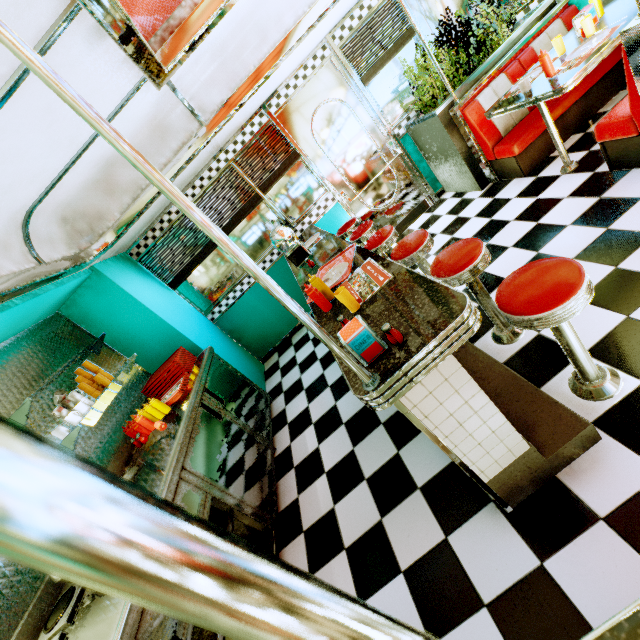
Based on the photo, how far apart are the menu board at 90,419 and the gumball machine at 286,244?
2.13m

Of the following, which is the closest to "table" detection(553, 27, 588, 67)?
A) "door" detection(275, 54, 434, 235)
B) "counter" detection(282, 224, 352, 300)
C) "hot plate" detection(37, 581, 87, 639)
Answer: "door" detection(275, 54, 434, 235)

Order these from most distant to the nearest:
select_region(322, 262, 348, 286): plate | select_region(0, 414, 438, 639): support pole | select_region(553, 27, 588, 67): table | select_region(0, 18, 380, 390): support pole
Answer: select_region(553, 27, 588, 67): table → select_region(322, 262, 348, 286): plate → select_region(0, 18, 380, 390): support pole → select_region(0, 414, 438, 639): support pole

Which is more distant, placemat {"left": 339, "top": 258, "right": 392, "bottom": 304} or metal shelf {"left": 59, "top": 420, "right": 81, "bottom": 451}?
metal shelf {"left": 59, "top": 420, "right": 81, "bottom": 451}

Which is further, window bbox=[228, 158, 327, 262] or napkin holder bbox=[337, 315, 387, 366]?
window bbox=[228, 158, 327, 262]

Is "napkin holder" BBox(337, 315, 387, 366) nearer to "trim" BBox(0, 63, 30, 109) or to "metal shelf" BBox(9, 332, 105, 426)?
"trim" BBox(0, 63, 30, 109)

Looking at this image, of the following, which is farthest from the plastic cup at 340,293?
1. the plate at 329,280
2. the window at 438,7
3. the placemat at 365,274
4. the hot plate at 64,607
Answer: the window at 438,7

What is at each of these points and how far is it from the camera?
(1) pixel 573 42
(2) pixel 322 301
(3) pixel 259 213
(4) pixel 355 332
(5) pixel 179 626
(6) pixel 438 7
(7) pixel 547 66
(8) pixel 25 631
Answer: (1) table, 3.02m
(2) sauce bottle, 2.08m
(3) window, 4.77m
(4) napkin holder, 1.33m
(5) kitchen counter, 1.59m
(6) window, 4.25m
(7) sauce bottle, 2.80m
(8) kitchen counter, 1.76m
